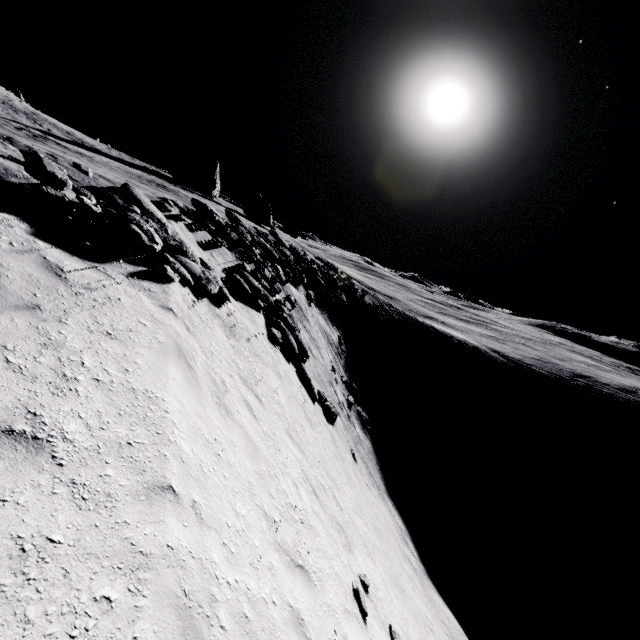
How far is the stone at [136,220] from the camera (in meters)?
6.60

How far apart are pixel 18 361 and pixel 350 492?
12.5 meters

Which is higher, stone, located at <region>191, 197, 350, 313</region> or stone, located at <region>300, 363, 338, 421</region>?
stone, located at <region>191, 197, 350, 313</region>

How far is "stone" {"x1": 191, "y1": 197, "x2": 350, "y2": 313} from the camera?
17.35m

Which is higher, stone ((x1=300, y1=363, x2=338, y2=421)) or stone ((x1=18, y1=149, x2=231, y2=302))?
stone ((x1=18, y1=149, x2=231, y2=302))

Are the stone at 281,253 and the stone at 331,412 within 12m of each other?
yes

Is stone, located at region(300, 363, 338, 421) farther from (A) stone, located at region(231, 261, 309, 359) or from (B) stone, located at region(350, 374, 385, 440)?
(B) stone, located at region(350, 374, 385, 440)

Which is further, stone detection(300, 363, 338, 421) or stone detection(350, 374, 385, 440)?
stone detection(350, 374, 385, 440)
